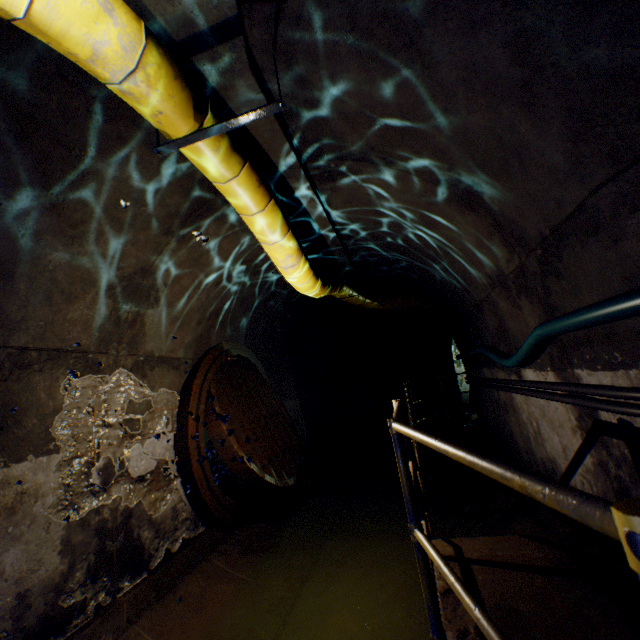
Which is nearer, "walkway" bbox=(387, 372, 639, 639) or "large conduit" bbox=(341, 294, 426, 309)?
"walkway" bbox=(387, 372, 639, 639)

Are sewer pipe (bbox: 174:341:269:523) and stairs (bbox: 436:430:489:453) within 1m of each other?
no

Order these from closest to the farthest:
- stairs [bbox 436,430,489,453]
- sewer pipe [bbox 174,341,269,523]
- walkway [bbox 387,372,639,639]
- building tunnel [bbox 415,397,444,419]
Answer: walkway [bbox 387,372,639,639], sewer pipe [bbox 174,341,269,523], stairs [bbox 436,430,489,453], building tunnel [bbox 415,397,444,419]

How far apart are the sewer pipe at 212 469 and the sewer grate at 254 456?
0.01m

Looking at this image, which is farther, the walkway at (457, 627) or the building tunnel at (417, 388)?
the building tunnel at (417, 388)

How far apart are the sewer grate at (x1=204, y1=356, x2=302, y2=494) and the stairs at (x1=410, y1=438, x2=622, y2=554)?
2.1m

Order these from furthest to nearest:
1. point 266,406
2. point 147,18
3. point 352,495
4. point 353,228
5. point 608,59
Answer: point 352,495
point 266,406
point 353,228
point 147,18
point 608,59

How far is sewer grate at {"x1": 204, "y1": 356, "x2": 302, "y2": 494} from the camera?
4.60m
